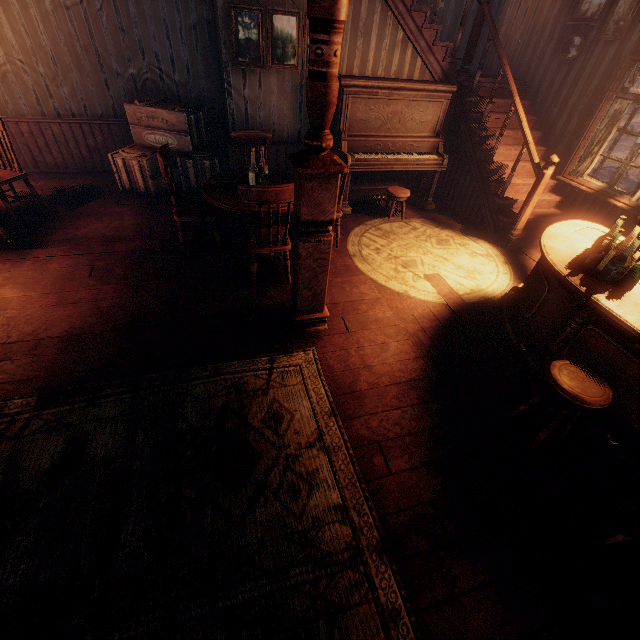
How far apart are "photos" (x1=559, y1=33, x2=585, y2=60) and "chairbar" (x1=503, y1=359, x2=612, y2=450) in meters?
5.5

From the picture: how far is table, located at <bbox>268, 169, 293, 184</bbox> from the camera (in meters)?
4.29

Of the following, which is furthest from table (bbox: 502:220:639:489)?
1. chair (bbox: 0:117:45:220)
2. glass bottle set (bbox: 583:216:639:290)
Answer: chair (bbox: 0:117:45:220)

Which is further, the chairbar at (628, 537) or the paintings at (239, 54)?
the paintings at (239, 54)

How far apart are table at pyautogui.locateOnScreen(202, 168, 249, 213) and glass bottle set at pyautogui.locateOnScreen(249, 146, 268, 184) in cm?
2

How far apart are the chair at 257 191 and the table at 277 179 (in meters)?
0.21

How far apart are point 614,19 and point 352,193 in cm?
427

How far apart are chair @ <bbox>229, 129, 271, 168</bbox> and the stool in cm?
186
